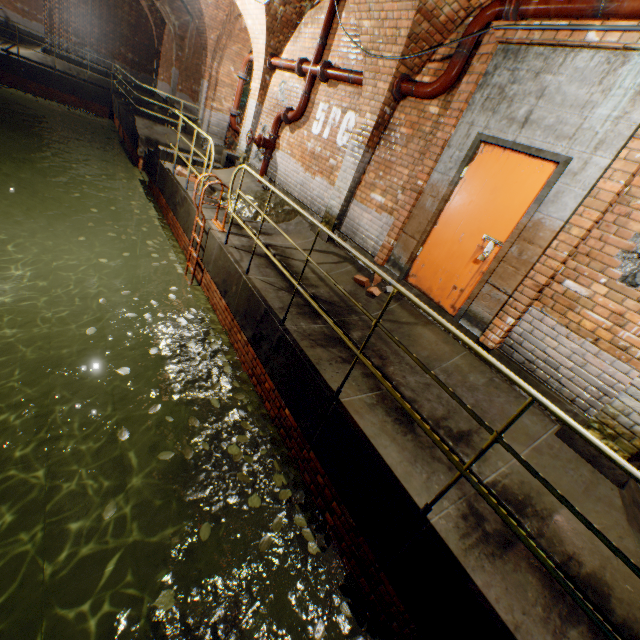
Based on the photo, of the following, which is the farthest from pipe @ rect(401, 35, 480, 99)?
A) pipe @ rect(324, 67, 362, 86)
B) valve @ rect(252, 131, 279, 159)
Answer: valve @ rect(252, 131, 279, 159)

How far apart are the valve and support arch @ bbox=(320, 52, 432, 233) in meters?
3.0 m

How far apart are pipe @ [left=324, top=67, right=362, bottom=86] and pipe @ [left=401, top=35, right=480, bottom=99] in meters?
0.9 m

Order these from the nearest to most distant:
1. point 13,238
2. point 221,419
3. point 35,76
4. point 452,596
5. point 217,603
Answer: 1. point 452,596
2. point 217,603
3. point 221,419
4. point 13,238
5. point 35,76

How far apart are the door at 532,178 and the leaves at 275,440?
2.9m

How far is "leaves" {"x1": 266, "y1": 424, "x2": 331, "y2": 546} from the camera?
3.3m

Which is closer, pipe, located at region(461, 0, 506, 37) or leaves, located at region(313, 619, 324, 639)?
leaves, located at region(313, 619, 324, 639)

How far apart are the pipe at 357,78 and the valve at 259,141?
2.0 meters
